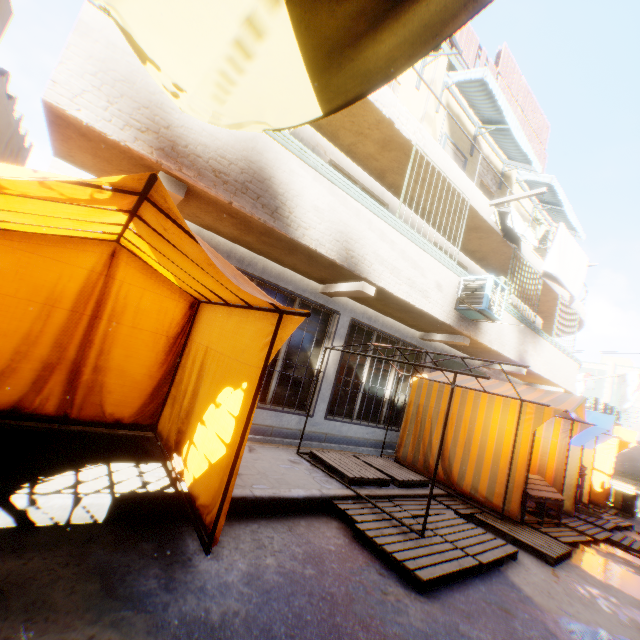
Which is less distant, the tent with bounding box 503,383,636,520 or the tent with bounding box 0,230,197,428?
the tent with bounding box 0,230,197,428

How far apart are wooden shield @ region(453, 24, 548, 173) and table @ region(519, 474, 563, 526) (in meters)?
10.38

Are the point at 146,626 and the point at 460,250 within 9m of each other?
no

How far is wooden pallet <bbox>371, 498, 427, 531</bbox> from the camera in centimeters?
454cm

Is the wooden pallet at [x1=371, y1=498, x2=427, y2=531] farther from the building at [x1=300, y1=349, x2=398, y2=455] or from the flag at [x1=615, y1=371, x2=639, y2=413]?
the flag at [x1=615, y1=371, x2=639, y2=413]

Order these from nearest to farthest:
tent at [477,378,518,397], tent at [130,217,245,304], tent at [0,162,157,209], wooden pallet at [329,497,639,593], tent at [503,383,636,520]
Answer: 1. tent at [0,162,157,209]
2. tent at [130,217,245,304]
3. wooden pallet at [329,497,639,593]
4. tent at [503,383,636,520]
5. tent at [477,378,518,397]

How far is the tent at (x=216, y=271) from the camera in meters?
2.1

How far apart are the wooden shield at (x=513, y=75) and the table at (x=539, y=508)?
10.4 meters
